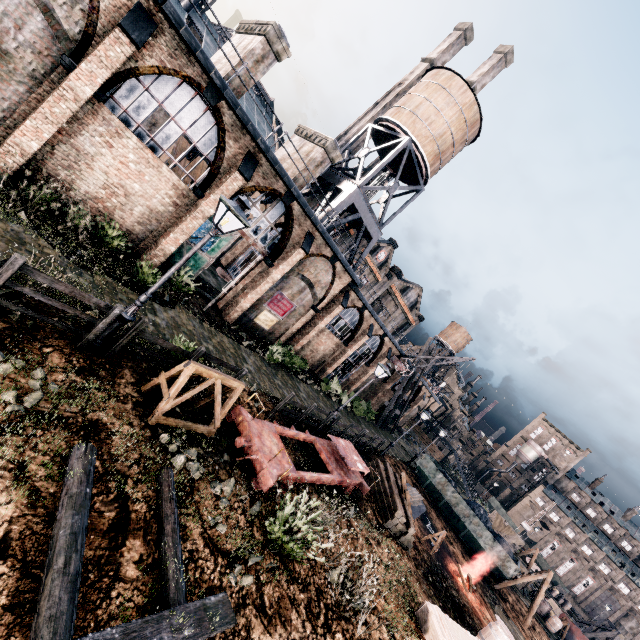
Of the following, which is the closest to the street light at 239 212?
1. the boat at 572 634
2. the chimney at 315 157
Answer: the chimney at 315 157

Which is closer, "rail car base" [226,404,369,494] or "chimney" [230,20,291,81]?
"rail car base" [226,404,369,494]

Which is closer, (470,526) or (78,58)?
(78,58)

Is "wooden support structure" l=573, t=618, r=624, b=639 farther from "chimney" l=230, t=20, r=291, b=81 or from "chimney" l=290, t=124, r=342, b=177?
"chimney" l=230, t=20, r=291, b=81

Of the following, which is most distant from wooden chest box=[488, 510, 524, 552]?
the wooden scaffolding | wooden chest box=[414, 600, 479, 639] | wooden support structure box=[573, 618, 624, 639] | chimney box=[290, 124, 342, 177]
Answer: the wooden scaffolding

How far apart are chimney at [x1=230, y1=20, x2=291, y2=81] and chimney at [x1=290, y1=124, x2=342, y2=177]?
4.91m

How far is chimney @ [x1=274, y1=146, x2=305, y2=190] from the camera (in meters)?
21.33

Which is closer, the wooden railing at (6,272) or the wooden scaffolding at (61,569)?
the wooden scaffolding at (61,569)
